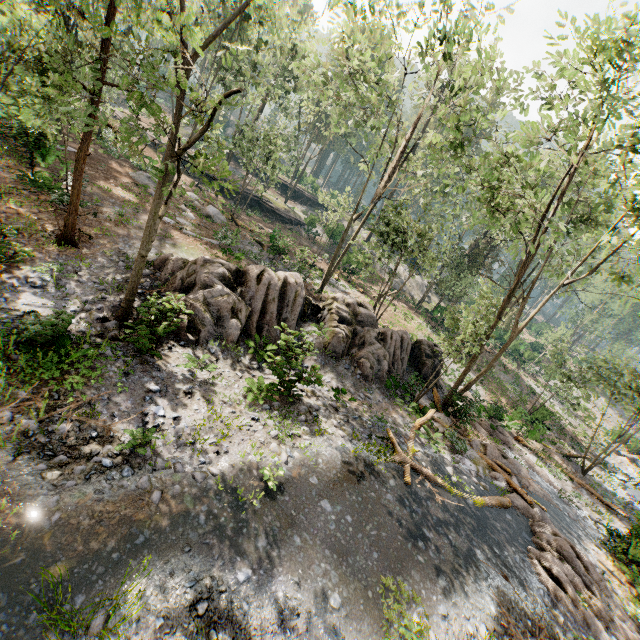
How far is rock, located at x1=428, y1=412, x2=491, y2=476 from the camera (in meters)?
15.96

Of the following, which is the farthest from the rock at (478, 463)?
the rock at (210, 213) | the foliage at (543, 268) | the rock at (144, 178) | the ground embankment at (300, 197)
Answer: the ground embankment at (300, 197)

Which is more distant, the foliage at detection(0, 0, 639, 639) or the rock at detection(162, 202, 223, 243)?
the rock at detection(162, 202, 223, 243)

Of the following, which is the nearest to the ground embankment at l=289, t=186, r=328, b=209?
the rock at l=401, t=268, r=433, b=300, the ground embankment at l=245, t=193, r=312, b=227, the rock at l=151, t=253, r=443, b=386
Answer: the rock at l=401, t=268, r=433, b=300

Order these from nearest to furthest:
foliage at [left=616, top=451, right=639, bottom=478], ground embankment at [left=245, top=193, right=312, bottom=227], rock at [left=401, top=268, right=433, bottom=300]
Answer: foliage at [left=616, top=451, right=639, bottom=478], ground embankment at [left=245, top=193, right=312, bottom=227], rock at [left=401, top=268, right=433, bottom=300]

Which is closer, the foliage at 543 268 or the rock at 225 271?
the foliage at 543 268

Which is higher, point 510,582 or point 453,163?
point 453,163

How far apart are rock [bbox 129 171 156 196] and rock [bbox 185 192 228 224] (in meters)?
1.67
